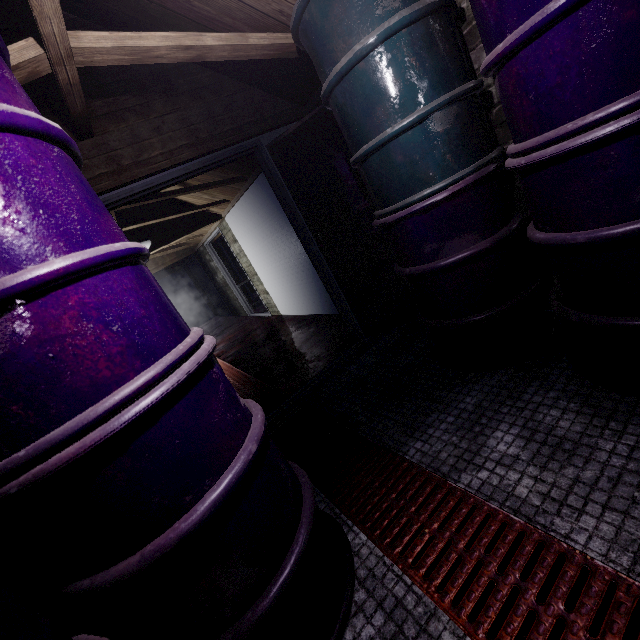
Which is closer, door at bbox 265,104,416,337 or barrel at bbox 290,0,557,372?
barrel at bbox 290,0,557,372

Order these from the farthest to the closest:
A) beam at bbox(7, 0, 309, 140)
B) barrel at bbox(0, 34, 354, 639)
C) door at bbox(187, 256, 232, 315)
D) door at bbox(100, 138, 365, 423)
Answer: door at bbox(187, 256, 232, 315) < door at bbox(100, 138, 365, 423) < beam at bbox(7, 0, 309, 140) < barrel at bbox(0, 34, 354, 639)

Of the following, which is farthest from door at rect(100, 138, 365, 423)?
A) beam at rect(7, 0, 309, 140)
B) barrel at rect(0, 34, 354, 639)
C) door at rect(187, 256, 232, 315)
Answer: door at rect(187, 256, 232, 315)

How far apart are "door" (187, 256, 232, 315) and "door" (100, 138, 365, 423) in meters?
6.8

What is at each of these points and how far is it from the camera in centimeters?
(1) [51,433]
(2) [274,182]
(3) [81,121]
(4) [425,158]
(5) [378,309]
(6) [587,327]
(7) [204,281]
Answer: (1) barrel, 70cm
(2) door, 267cm
(3) beam, 180cm
(4) barrel, 152cm
(5) door, 296cm
(6) barrel, 134cm
(7) door, 997cm

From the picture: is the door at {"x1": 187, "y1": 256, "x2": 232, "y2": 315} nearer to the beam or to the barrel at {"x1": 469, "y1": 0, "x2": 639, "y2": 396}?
the beam

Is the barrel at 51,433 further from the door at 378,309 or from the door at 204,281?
the door at 204,281
